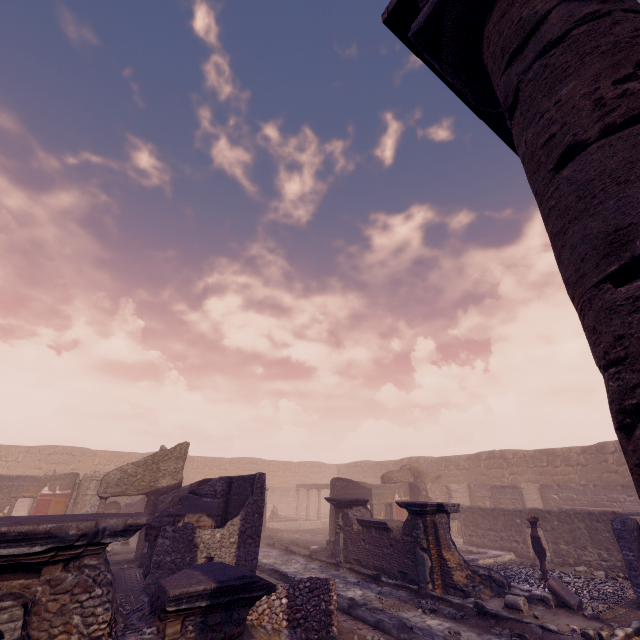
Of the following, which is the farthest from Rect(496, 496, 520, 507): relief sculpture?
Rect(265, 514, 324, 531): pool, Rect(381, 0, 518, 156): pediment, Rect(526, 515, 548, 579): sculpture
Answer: Rect(381, 0, 518, 156): pediment

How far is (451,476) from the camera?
26.48m

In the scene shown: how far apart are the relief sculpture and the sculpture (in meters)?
8.45

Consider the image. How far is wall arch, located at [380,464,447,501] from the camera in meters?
19.9 m

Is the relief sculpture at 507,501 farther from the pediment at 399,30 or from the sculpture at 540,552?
the pediment at 399,30

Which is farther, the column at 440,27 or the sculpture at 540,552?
the sculpture at 540,552

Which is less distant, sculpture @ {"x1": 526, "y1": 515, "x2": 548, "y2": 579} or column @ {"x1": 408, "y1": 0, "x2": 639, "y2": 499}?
column @ {"x1": 408, "y1": 0, "x2": 639, "y2": 499}

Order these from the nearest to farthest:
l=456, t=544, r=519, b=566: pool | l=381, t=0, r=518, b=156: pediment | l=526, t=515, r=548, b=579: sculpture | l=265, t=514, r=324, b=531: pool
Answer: l=381, t=0, r=518, b=156: pediment < l=526, t=515, r=548, b=579: sculpture < l=456, t=544, r=519, b=566: pool < l=265, t=514, r=324, b=531: pool
